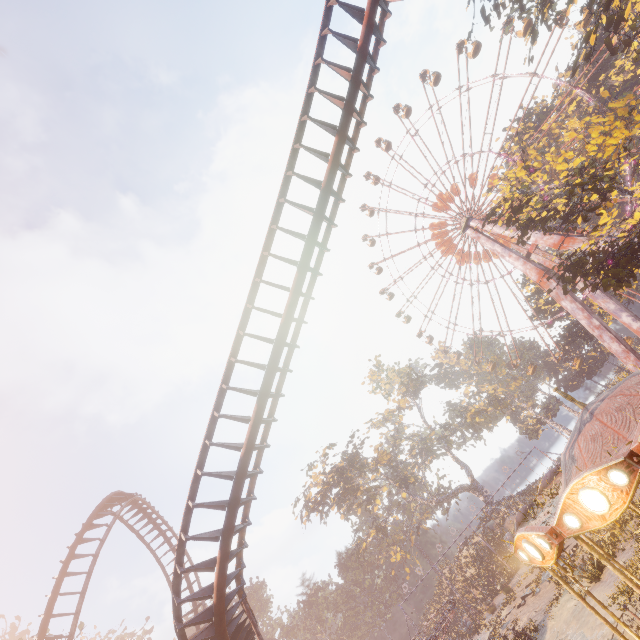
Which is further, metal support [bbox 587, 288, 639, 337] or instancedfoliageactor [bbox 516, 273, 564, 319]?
instancedfoliageactor [bbox 516, 273, 564, 319]

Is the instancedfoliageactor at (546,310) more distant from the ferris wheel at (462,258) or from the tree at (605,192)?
the tree at (605,192)

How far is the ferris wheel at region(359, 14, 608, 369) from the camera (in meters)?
35.91

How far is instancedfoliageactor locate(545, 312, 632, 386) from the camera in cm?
4428

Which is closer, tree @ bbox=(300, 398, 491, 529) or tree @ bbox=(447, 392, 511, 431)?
tree @ bbox=(300, 398, 491, 529)

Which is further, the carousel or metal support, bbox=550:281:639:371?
metal support, bbox=550:281:639:371

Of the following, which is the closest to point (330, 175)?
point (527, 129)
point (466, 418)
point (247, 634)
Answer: point (247, 634)

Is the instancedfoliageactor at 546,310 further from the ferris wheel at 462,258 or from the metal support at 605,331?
the ferris wheel at 462,258
